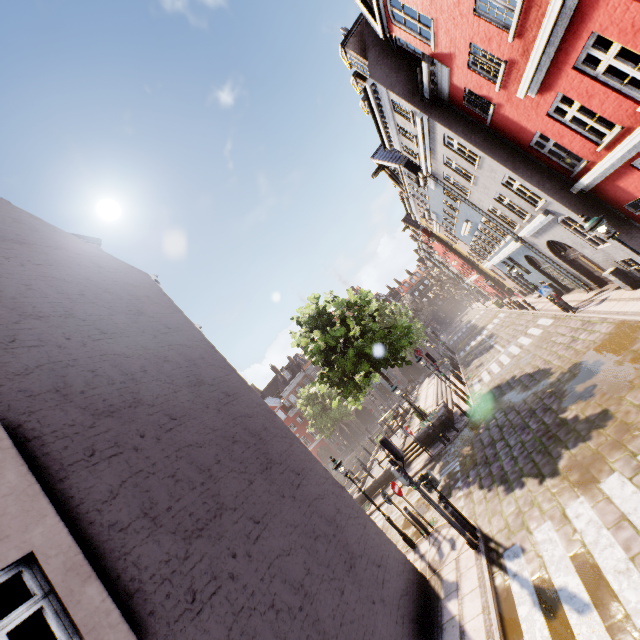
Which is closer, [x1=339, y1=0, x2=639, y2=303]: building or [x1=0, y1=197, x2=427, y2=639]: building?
[x1=0, y1=197, x2=427, y2=639]: building

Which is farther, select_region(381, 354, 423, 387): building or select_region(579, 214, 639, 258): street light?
select_region(381, 354, 423, 387): building

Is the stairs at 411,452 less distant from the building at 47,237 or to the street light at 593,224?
the building at 47,237

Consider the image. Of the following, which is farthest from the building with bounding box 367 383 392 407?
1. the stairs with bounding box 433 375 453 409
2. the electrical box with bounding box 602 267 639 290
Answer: the electrical box with bounding box 602 267 639 290

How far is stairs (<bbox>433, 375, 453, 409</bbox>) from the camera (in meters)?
21.36

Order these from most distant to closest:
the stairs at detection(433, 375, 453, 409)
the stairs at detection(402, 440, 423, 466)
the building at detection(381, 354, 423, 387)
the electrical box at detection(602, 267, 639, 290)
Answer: the building at detection(381, 354, 423, 387) → the stairs at detection(433, 375, 453, 409) → the stairs at detection(402, 440, 423, 466) → the electrical box at detection(602, 267, 639, 290)

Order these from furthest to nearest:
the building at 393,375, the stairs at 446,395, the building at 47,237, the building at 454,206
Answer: the building at 393,375 → the stairs at 446,395 → the building at 454,206 → the building at 47,237

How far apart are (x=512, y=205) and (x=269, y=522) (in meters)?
18.54
